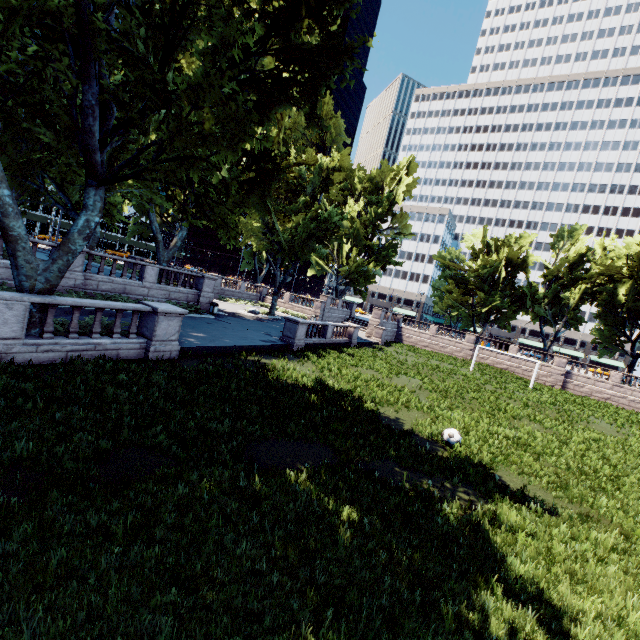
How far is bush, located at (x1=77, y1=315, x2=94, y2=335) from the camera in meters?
12.2

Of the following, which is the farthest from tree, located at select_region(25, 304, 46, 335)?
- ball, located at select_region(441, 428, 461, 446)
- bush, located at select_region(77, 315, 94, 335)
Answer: ball, located at select_region(441, 428, 461, 446)

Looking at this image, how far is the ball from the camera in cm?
1172

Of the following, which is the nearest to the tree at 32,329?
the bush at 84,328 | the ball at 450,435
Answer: the bush at 84,328

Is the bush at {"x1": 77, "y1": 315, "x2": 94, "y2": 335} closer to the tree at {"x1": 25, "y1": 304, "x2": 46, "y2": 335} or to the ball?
the tree at {"x1": 25, "y1": 304, "x2": 46, "y2": 335}

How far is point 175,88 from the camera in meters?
16.2 m

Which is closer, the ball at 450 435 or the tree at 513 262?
the ball at 450 435
